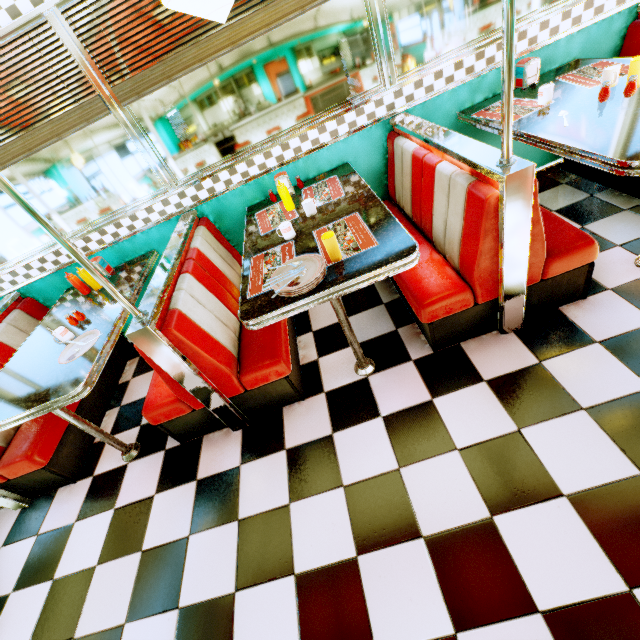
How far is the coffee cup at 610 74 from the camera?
2.0m

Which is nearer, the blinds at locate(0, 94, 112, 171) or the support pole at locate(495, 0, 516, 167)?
the support pole at locate(495, 0, 516, 167)

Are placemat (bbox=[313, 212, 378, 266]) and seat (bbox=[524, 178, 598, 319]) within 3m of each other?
yes

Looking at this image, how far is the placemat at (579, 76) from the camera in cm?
216

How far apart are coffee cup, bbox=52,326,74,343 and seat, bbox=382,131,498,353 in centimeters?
242cm

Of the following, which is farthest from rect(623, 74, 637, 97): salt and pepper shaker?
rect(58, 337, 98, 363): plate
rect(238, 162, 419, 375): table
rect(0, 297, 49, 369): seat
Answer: rect(0, 297, 49, 369): seat

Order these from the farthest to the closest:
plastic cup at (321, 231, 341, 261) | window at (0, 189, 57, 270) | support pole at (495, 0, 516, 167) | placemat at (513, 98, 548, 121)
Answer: window at (0, 189, 57, 270) → placemat at (513, 98, 548, 121) → plastic cup at (321, 231, 341, 261) → support pole at (495, 0, 516, 167)

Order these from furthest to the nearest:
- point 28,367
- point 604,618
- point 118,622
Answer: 1. point 28,367
2. point 118,622
3. point 604,618
